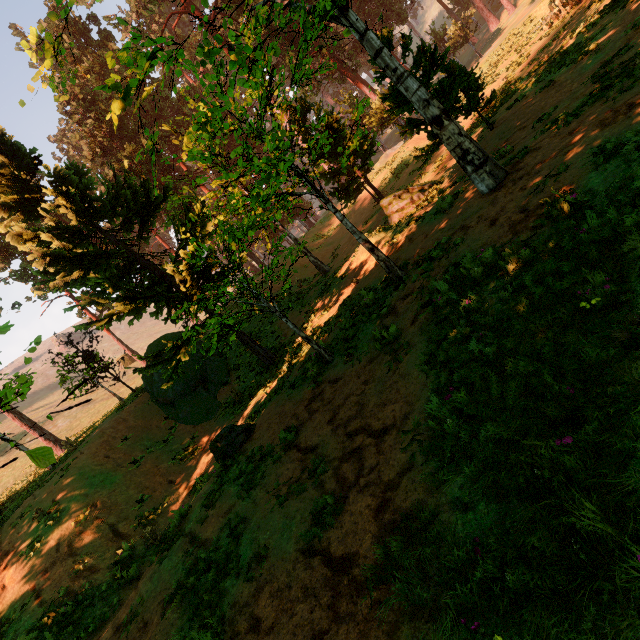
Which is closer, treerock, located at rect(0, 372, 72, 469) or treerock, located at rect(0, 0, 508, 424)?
treerock, located at rect(0, 372, 72, 469)

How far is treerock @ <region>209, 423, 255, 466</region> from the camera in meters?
9.4

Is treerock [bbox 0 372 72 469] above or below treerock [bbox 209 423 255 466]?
above

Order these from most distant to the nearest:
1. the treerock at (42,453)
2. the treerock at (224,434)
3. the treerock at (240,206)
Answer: the treerock at (224,434) < the treerock at (240,206) < the treerock at (42,453)

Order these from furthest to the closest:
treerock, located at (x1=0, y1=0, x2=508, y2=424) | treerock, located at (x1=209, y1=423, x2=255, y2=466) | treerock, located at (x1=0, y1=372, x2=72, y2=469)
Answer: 1. treerock, located at (x1=209, y1=423, x2=255, y2=466)
2. treerock, located at (x1=0, y1=0, x2=508, y2=424)
3. treerock, located at (x1=0, y1=372, x2=72, y2=469)

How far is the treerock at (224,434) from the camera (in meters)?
9.42

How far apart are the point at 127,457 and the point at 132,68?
14.2 meters
